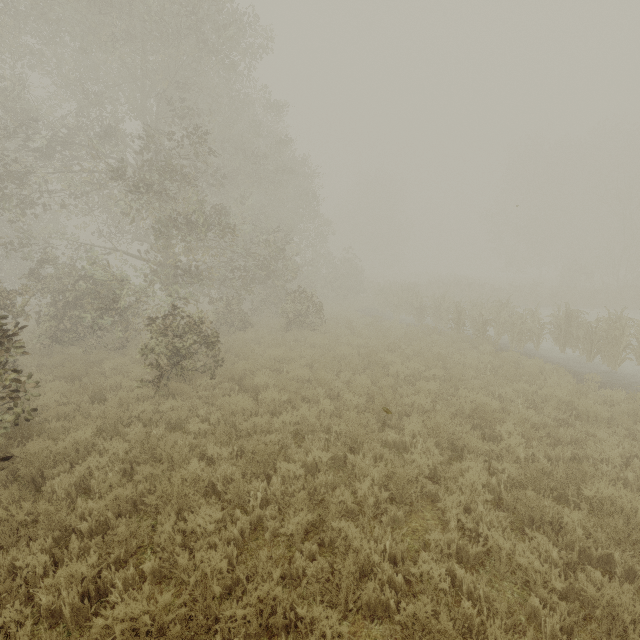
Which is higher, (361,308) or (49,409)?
(49,409)
